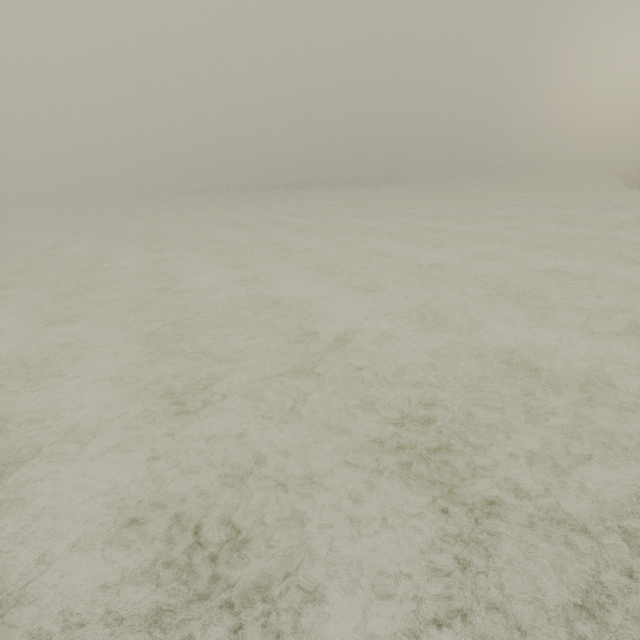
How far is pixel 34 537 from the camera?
3.3m
